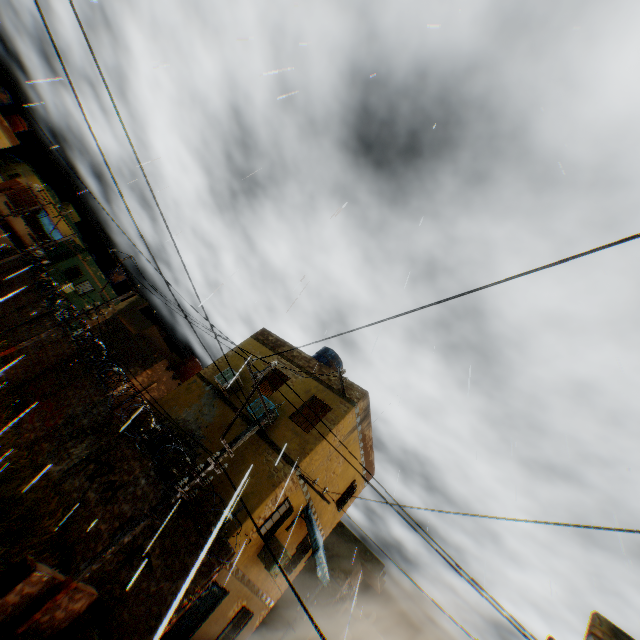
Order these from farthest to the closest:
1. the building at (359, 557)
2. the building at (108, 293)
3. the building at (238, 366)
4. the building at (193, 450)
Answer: the building at (108, 293) < the building at (238, 366) < the building at (193, 450) < the building at (359, 557)

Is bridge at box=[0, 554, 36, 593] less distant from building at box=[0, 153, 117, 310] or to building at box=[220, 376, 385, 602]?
building at box=[220, 376, 385, 602]

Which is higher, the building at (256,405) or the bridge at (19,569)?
the building at (256,405)

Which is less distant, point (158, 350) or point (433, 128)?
point (433, 128)

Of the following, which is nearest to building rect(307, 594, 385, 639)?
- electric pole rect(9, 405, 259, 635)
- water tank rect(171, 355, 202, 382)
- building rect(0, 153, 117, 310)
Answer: water tank rect(171, 355, 202, 382)

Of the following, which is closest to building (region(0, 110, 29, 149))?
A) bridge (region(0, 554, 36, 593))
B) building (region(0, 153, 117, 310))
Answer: bridge (region(0, 554, 36, 593))

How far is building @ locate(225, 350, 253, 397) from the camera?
13.7m

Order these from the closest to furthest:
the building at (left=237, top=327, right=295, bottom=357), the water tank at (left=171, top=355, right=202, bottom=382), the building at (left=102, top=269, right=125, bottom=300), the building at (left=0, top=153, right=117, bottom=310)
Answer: the building at (left=237, top=327, right=295, bottom=357), the water tank at (left=171, top=355, right=202, bottom=382), the building at (left=0, top=153, right=117, bottom=310), the building at (left=102, top=269, right=125, bottom=300)
